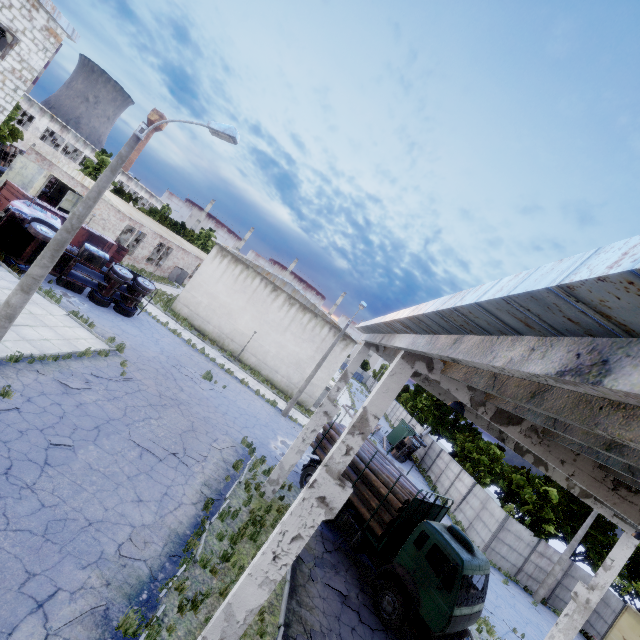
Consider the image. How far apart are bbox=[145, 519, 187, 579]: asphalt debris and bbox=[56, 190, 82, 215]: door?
32.8m

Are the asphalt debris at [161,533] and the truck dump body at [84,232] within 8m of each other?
no

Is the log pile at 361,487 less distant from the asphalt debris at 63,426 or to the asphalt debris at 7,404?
the asphalt debris at 63,426

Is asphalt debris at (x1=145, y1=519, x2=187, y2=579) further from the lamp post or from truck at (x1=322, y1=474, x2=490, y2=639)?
truck at (x1=322, y1=474, x2=490, y2=639)

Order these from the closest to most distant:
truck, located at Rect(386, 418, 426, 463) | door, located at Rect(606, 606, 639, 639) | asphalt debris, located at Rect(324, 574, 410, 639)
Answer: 1. asphalt debris, located at Rect(324, 574, 410, 639)
2. door, located at Rect(606, 606, 639, 639)
3. truck, located at Rect(386, 418, 426, 463)

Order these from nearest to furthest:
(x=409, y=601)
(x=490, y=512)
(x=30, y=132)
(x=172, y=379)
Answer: (x=409, y=601), (x=172, y=379), (x=490, y=512), (x=30, y=132)

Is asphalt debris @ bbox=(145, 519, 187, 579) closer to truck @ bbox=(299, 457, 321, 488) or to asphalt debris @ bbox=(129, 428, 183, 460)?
asphalt debris @ bbox=(129, 428, 183, 460)

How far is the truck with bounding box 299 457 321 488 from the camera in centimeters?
1594cm
